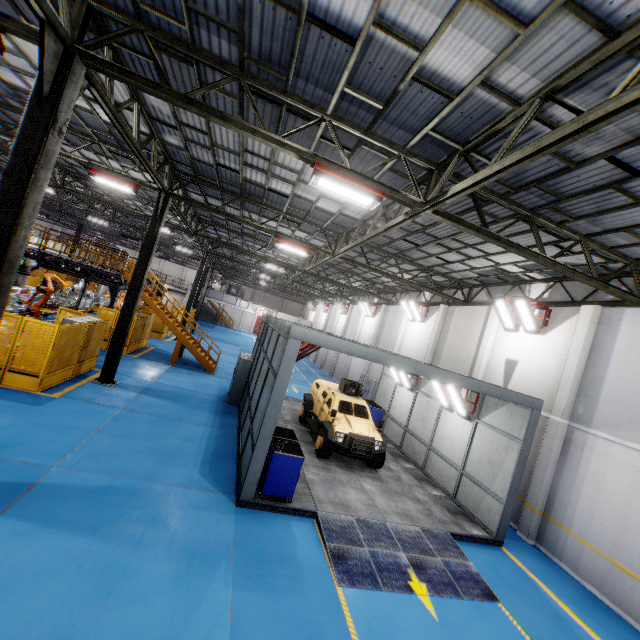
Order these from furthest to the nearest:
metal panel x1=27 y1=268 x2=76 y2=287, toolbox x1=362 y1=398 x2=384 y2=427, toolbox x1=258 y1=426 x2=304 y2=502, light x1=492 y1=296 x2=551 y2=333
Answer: metal panel x1=27 y1=268 x2=76 y2=287 → toolbox x1=362 y1=398 x2=384 y2=427 → light x1=492 y1=296 x2=551 y2=333 → toolbox x1=258 y1=426 x2=304 y2=502

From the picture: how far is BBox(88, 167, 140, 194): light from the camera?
12.3m

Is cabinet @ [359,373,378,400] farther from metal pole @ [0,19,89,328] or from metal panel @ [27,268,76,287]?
metal pole @ [0,19,89,328]

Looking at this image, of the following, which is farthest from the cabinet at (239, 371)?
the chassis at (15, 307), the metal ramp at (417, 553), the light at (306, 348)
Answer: the chassis at (15, 307)

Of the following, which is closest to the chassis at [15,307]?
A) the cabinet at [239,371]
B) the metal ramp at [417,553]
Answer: the cabinet at [239,371]

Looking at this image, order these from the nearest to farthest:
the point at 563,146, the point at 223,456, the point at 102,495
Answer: the point at 563,146
the point at 102,495
the point at 223,456

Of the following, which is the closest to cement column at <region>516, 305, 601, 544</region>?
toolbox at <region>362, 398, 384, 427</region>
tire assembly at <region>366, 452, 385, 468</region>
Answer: tire assembly at <region>366, 452, 385, 468</region>

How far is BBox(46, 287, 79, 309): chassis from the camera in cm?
2383
